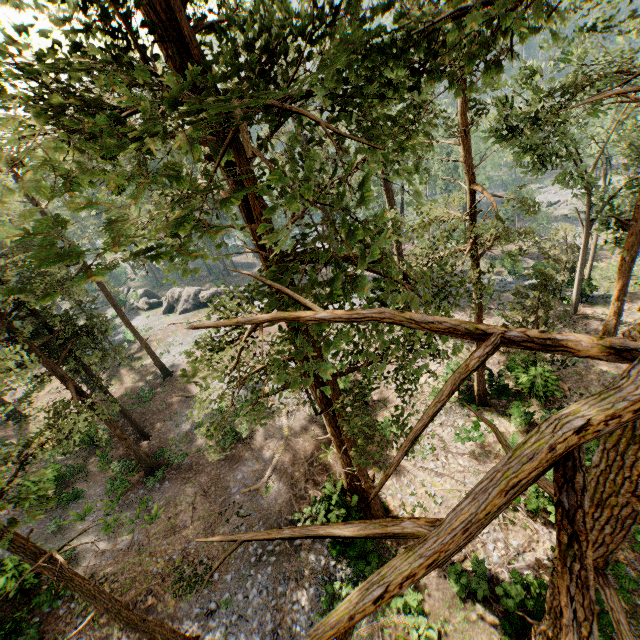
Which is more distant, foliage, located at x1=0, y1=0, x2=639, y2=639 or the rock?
the rock

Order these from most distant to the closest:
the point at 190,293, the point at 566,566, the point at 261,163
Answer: the point at 190,293 < the point at 261,163 < the point at 566,566

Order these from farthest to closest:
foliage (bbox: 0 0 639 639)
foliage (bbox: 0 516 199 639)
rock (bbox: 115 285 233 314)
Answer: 1. rock (bbox: 115 285 233 314)
2. foliage (bbox: 0 516 199 639)
3. foliage (bbox: 0 0 639 639)

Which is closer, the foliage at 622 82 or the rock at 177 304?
the foliage at 622 82

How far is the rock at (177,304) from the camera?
43.8 meters

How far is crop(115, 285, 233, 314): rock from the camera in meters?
43.8 m

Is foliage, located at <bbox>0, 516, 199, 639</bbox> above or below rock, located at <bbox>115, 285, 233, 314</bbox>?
above
